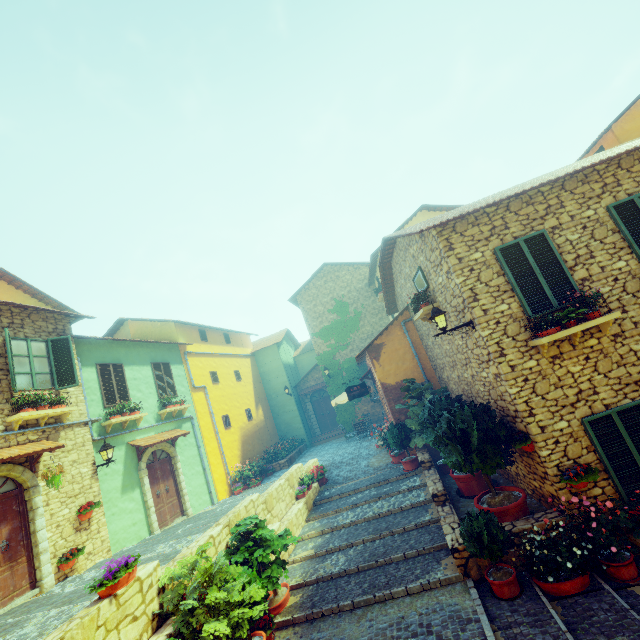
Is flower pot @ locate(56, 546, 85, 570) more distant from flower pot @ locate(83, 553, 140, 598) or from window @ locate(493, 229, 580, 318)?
window @ locate(493, 229, 580, 318)

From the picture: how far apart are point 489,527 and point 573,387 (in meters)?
3.13

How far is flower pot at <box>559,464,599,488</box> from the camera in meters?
5.7

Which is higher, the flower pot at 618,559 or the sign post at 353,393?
the sign post at 353,393

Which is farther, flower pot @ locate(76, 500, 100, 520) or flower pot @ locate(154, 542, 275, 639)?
flower pot @ locate(76, 500, 100, 520)

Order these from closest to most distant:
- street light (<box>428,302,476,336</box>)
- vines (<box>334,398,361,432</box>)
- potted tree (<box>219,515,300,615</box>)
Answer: potted tree (<box>219,515,300,615</box>)
street light (<box>428,302,476,336</box>)
vines (<box>334,398,361,432</box>)

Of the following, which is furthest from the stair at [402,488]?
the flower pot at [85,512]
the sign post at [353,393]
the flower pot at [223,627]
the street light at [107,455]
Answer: the street light at [107,455]

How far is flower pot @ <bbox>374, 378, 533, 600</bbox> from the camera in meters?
5.7
